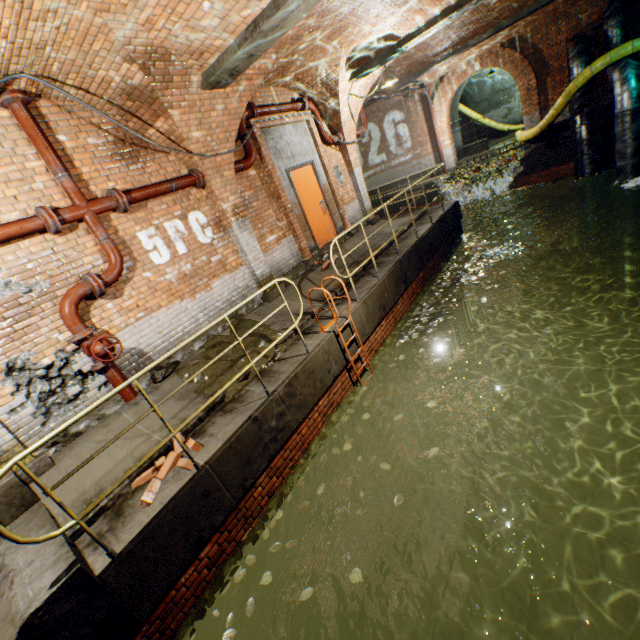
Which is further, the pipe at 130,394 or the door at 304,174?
the door at 304,174

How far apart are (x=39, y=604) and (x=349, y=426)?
4.3m

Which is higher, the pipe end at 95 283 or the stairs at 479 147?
the pipe end at 95 283

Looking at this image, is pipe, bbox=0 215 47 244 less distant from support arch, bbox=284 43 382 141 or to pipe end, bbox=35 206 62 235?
pipe end, bbox=35 206 62 235

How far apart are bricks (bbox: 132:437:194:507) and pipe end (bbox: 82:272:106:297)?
2.37m

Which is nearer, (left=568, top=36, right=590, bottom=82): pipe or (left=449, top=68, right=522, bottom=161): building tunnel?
(left=568, top=36, right=590, bottom=82): pipe

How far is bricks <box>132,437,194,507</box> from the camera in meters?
3.5 m

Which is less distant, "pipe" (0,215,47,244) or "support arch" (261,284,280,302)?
"pipe" (0,215,47,244)
